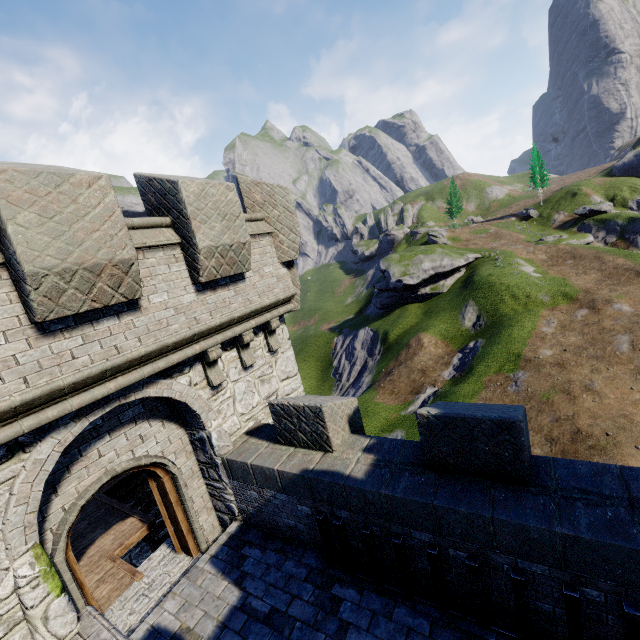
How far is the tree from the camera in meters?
55.1

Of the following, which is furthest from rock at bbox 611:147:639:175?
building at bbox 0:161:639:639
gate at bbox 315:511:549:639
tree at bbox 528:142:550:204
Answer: gate at bbox 315:511:549:639

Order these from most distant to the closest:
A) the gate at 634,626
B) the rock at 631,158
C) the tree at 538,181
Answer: the tree at 538,181, the rock at 631,158, the gate at 634,626

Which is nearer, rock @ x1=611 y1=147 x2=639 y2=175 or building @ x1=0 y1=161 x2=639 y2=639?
building @ x1=0 y1=161 x2=639 y2=639

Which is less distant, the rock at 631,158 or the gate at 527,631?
the gate at 527,631

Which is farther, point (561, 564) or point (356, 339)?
point (356, 339)

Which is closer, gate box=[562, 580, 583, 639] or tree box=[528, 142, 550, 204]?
gate box=[562, 580, 583, 639]

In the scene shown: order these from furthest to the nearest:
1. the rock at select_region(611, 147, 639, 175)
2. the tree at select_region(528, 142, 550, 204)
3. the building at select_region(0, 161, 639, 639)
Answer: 1. the tree at select_region(528, 142, 550, 204)
2. the rock at select_region(611, 147, 639, 175)
3. the building at select_region(0, 161, 639, 639)
